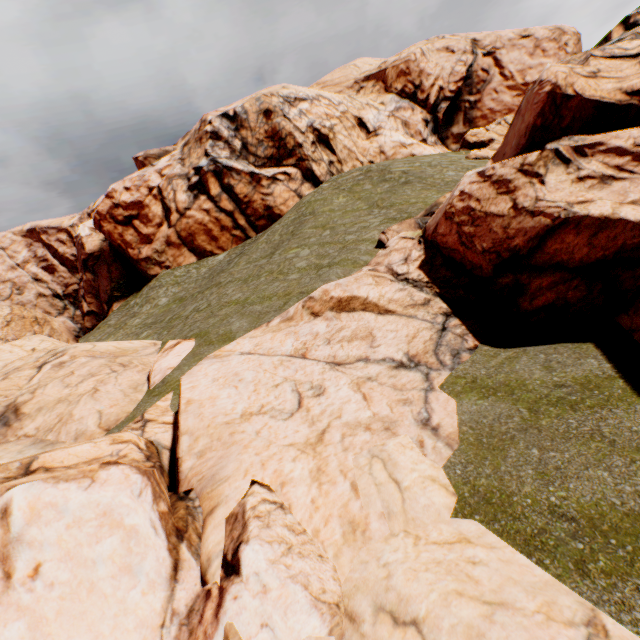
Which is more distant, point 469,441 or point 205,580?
point 469,441
